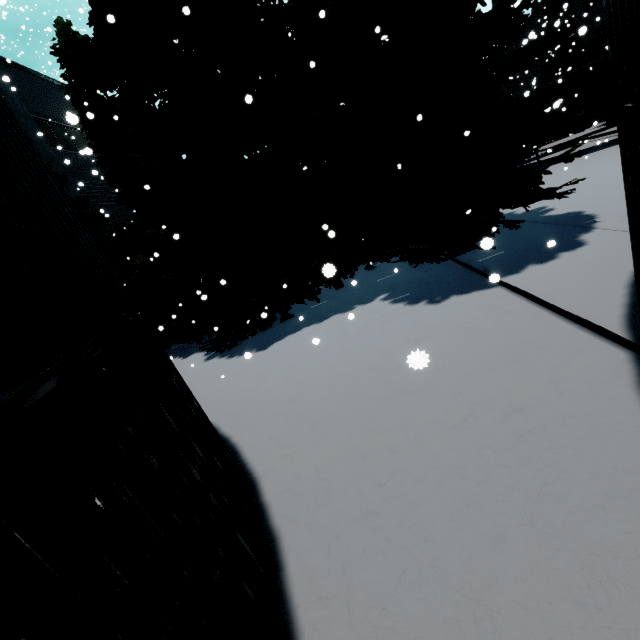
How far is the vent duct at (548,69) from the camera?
29.3m

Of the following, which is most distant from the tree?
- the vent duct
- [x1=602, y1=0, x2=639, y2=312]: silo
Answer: the vent duct

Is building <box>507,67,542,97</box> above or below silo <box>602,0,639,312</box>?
above

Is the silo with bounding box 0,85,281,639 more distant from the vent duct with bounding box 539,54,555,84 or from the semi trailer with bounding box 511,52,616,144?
the vent duct with bounding box 539,54,555,84

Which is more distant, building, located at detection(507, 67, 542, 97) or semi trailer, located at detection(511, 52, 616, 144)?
building, located at detection(507, 67, 542, 97)

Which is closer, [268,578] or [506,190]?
[268,578]

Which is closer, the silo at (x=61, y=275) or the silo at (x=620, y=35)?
the silo at (x=61, y=275)

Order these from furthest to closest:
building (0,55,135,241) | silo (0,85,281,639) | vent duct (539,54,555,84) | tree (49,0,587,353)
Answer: vent duct (539,54,555,84) → building (0,55,135,241) → tree (49,0,587,353) → silo (0,85,281,639)
